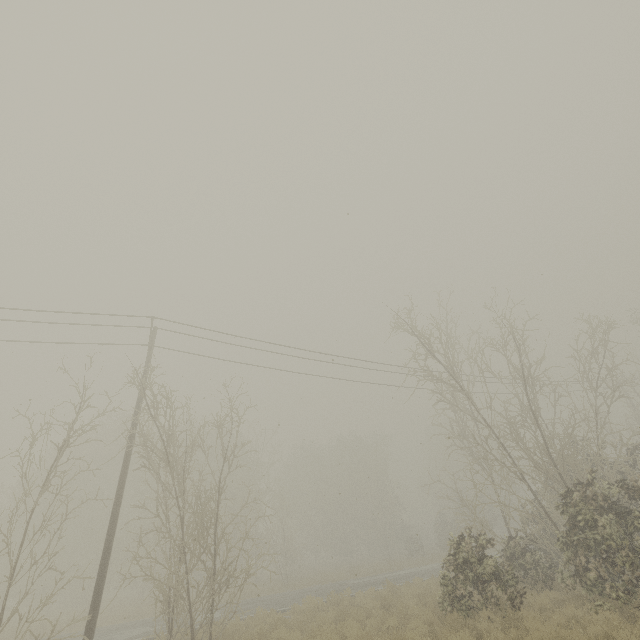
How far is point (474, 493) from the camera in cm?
5200
